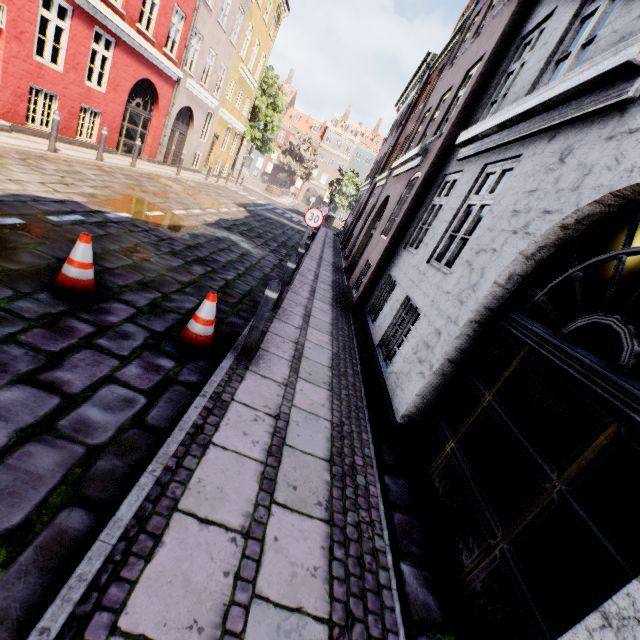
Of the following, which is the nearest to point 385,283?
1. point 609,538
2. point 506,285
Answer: point 506,285

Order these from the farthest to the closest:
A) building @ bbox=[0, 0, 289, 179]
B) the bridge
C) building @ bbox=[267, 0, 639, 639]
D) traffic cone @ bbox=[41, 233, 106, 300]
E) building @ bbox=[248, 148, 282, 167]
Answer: building @ bbox=[248, 148, 282, 167] < the bridge < building @ bbox=[0, 0, 289, 179] < traffic cone @ bbox=[41, 233, 106, 300] < building @ bbox=[267, 0, 639, 639]

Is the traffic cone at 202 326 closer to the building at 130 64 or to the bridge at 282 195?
the building at 130 64

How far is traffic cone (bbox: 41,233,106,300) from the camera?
3.9 meters

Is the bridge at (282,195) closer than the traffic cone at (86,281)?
No

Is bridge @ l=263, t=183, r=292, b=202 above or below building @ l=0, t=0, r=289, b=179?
below

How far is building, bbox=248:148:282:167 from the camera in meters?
59.3

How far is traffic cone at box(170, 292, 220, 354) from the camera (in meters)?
4.03
